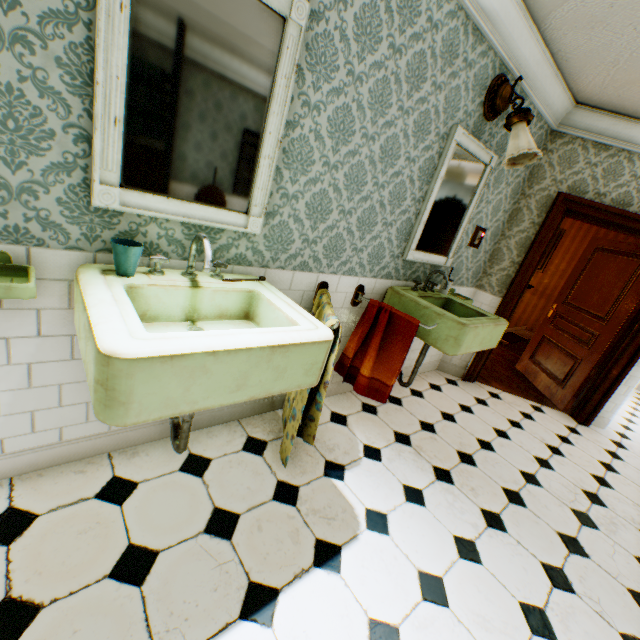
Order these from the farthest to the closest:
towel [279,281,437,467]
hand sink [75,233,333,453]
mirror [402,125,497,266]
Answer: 1. mirror [402,125,497,266]
2. towel [279,281,437,467]
3. hand sink [75,233,333,453]

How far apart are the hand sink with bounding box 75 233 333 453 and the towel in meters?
0.9 m

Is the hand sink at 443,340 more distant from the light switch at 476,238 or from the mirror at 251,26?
the mirror at 251,26

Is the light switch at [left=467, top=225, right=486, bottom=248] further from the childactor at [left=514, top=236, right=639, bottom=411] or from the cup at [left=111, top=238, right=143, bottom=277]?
the cup at [left=111, top=238, right=143, bottom=277]

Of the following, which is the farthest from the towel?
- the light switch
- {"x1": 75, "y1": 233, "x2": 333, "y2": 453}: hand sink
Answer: the light switch

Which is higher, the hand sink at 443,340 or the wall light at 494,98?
the wall light at 494,98

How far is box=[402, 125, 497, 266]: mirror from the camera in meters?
2.5

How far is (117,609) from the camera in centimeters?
127cm
